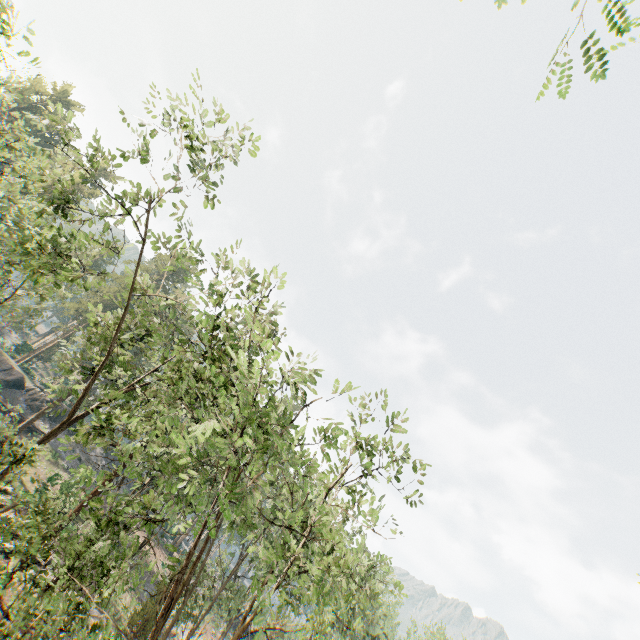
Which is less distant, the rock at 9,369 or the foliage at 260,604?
the foliage at 260,604

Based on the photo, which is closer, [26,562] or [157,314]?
[26,562]

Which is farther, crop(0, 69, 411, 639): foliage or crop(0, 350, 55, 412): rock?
crop(0, 350, 55, 412): rock
